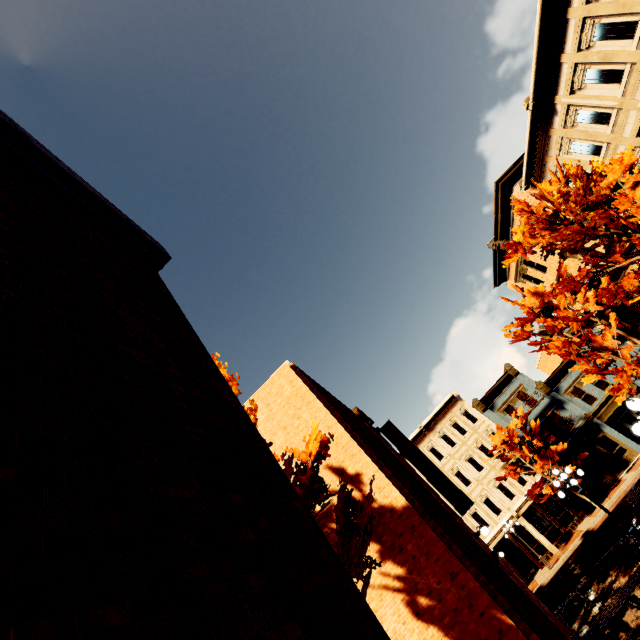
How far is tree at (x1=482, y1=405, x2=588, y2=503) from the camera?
25.1 meters

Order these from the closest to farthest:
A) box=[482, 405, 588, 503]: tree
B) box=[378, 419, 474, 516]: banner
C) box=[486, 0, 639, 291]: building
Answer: box=[486, 0, 639, 291]: building
box=[378, 419, 474, 516]: banner
box=[482, 405, 588, 503]: tree

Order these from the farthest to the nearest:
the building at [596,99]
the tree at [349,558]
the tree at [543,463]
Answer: the tree at [543,463] < the building at [596,99] < the tree at [349,558]

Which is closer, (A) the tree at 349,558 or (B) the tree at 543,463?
(A) the tree at 349,558

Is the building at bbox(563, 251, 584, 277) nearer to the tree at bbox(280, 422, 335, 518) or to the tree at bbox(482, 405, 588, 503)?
the tree at bbox(482, 405, 588, 503)

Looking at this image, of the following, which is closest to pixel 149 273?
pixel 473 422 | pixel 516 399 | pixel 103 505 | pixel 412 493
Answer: pixel 103 505

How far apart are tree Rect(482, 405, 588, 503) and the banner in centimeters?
1490cm

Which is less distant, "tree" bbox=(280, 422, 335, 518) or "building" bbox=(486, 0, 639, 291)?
"tree" bbox=(280, 422, 335, 518)
